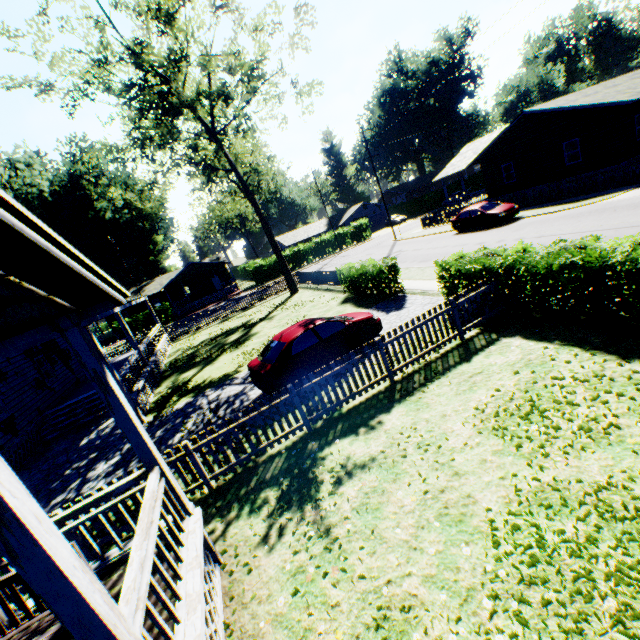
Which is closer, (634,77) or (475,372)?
(475,372)

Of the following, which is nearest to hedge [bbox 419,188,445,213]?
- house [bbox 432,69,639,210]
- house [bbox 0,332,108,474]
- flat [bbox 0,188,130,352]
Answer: house [bbox 432,69,639,210]

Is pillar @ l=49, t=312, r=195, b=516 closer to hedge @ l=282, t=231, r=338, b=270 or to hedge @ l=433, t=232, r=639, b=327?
hedge @ l=433, t=232, r=639, b=327

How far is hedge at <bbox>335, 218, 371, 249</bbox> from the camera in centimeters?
4922cm

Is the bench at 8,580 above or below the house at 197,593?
above

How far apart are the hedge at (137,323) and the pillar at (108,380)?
40.8 meters

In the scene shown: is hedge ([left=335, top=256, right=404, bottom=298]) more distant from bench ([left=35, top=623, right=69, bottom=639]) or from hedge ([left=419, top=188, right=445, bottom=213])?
hedge ([left=419, top=188, right=445, bottom=213])

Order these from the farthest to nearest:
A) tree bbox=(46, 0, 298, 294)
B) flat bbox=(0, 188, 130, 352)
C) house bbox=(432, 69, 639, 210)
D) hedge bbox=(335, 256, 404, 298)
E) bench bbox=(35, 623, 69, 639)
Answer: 1. house bbox=(432, 69, 639, 210)
2. tree bbox=(46, 0, 298, 294)
3. hedge bbox=(335, 256, 404, 298)
4. bench bbox=(35, 623, 69, 639)
5. flat bbox=(0, 188, 130, 352)
